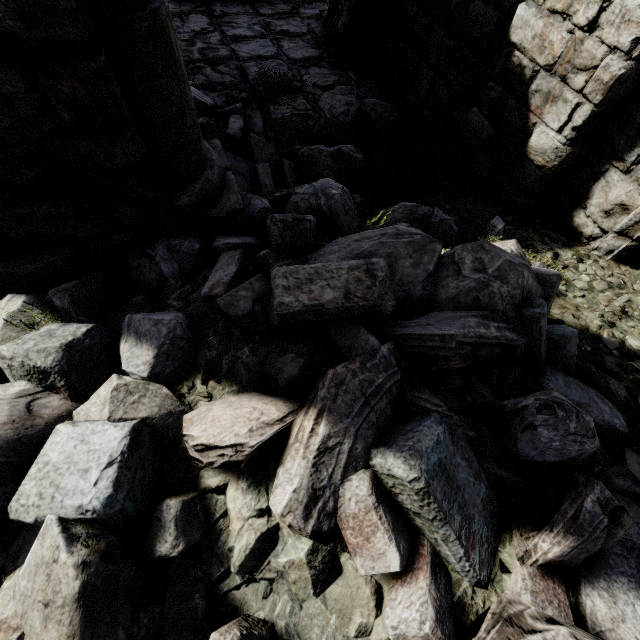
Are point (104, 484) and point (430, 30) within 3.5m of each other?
no
